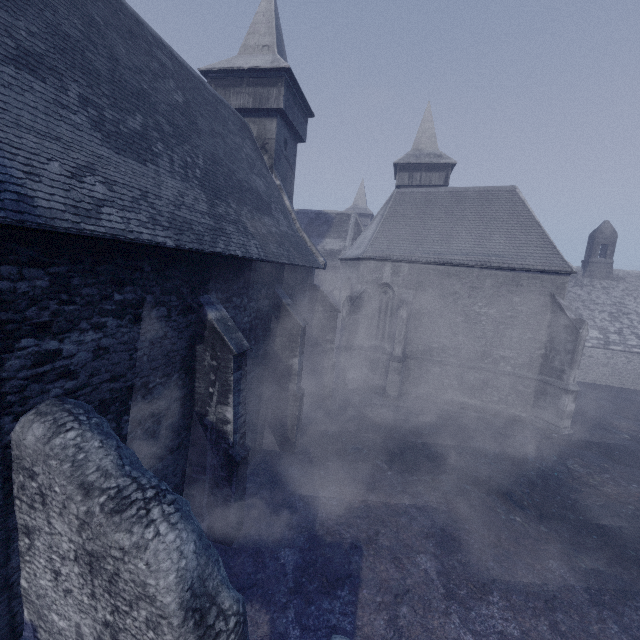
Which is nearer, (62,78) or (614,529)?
(62,78)
